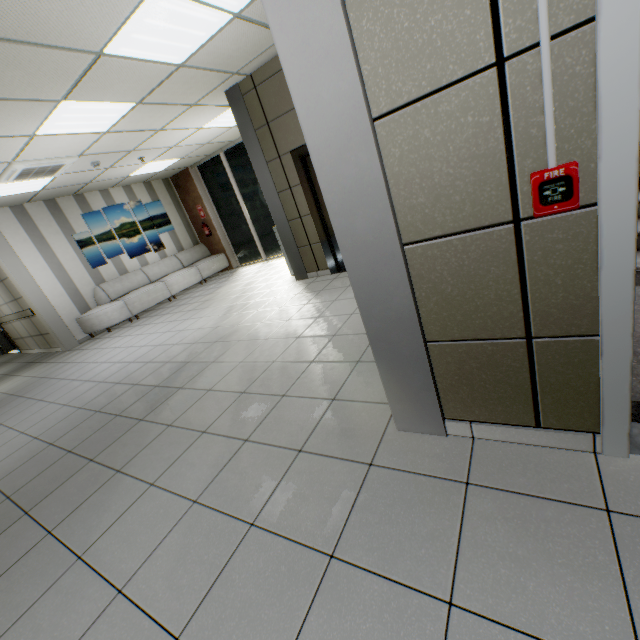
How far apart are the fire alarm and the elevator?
3.8 meters

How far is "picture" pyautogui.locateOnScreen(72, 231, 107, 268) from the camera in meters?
8.0 m

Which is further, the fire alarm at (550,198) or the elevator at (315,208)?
the elevator at (315,208)

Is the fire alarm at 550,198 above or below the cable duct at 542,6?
below

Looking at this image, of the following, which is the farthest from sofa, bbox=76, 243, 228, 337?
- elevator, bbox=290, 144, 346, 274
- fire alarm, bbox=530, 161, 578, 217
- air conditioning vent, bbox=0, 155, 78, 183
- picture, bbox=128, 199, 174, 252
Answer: fire alarm, bbox=530, 161, 578, 217

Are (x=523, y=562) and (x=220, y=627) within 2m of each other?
yes

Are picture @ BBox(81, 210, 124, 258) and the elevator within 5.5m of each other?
no

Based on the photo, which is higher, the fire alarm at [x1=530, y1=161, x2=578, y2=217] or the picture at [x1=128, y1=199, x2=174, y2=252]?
the picture at [x1=128, y1=199, x2=174, y2=252]
